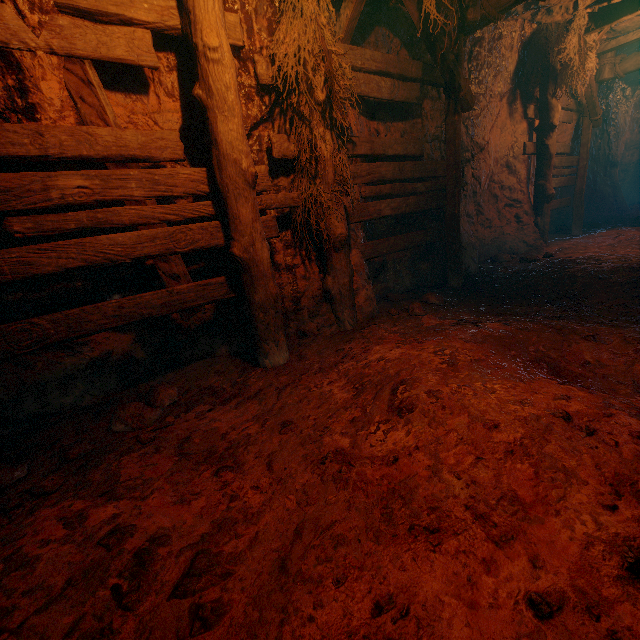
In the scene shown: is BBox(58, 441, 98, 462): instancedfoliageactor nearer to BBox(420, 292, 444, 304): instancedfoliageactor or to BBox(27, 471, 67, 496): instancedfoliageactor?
BBox(27, 471, 67, 496): instancedfoliageactor

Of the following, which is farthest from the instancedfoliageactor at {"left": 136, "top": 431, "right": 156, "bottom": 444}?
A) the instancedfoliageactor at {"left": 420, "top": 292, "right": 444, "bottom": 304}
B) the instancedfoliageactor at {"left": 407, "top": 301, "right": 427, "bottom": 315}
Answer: the instancedfoliageactor at {"left": 420, "top": 292, "right": 444, "bottom": 304}

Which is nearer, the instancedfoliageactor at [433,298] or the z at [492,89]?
the z at [492,89]

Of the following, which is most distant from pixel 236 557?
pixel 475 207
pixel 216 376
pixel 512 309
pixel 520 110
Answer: pixel 520 110

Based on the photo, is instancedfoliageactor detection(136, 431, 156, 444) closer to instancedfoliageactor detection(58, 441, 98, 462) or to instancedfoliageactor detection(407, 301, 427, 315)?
instancedfoliageactor detection(58, 441, 98, 462)

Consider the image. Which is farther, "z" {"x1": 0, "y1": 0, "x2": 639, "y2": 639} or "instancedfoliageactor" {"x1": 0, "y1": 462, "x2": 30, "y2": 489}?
"instancedfoliageactor" {"x1": 0, "y1": 462, "x2": 30, "y2": 489}

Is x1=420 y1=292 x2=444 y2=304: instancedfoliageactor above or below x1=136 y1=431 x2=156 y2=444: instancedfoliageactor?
above

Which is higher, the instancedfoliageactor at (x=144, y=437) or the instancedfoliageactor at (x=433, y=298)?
the instancedfoliageactor at (x=433, y=298)
